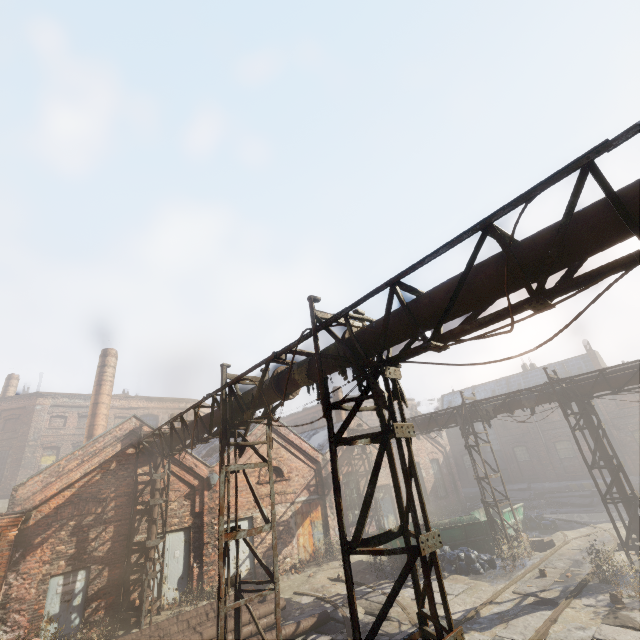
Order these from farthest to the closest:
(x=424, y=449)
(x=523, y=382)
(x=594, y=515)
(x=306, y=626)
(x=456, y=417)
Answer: (x=523, y=382), (x=424, y=449), (x=594, y=515), (x=456, y=417), (x=306, y=626)

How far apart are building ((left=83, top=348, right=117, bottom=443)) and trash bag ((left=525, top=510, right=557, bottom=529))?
23.94m

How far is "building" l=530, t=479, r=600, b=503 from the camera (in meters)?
23.83

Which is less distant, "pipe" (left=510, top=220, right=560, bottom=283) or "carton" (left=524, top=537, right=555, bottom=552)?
"pipe" (left=510, top=220, right=560, bottom=283)

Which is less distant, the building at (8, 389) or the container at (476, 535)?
the container at (476, 535)

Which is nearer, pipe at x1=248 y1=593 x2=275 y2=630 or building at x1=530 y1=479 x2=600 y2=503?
pipe at x1=248 y1=593 x2=275 y2=630

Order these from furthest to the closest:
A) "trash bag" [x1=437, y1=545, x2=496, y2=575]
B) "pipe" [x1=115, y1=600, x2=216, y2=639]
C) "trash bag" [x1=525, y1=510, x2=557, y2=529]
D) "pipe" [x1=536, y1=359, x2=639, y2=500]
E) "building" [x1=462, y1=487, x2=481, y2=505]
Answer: "building" [x1=462, y1=487, x2=481, y2=505]
"trash bag" [x1=525, y1=510, x2=557, y2=529]
"trash bag" [x1=437, y1=545, x2=496, y2=575]
"pipe" [x1=536, y1=359, x2=639, y2=500]
"pipe" [x1=115, y1=600, x2=216, y2=639]

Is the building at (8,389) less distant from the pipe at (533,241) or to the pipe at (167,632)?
the pipe at (533,241)
